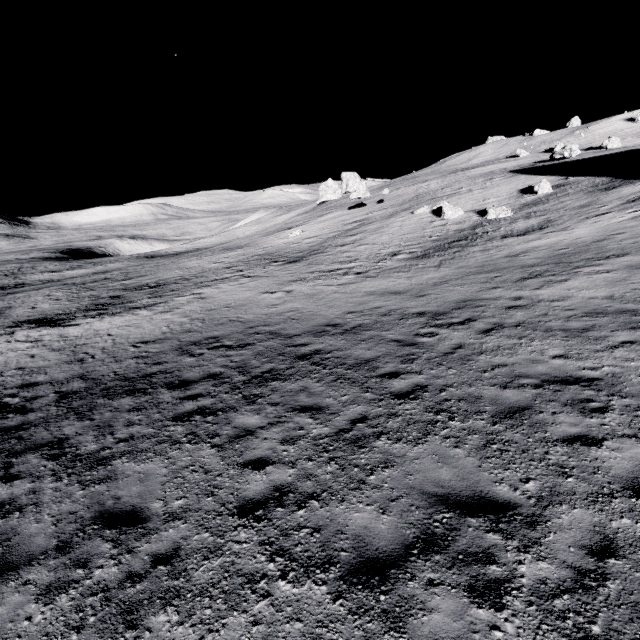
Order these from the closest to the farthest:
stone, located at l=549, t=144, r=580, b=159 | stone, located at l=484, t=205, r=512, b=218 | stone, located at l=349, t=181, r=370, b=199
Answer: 1. stone, located at l=484, t=205, r=512, b=218
2. stone, located at l=549, t=144, r=580, b=159
3. stone, located at l=349, t=181, r=370, b=199

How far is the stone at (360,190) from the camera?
41.5m

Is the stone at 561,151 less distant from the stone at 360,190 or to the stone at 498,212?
the stone at 498,212

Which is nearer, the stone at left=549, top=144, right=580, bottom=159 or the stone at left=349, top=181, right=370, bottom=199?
the stone at left=549, top=144, right=580, bottom=159

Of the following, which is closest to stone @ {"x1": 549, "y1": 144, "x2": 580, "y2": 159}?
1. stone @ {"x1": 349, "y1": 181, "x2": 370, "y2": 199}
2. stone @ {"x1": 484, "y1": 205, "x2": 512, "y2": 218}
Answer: stone @ {"x1": 484, "y1": 205, "x2": 512, "y2": 218}

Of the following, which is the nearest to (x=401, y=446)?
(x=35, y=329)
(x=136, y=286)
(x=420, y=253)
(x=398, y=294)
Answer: (x=398, y=294)

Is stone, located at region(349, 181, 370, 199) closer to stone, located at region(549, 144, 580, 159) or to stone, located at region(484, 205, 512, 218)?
stone, located at region(484, 205, 512, 218)
